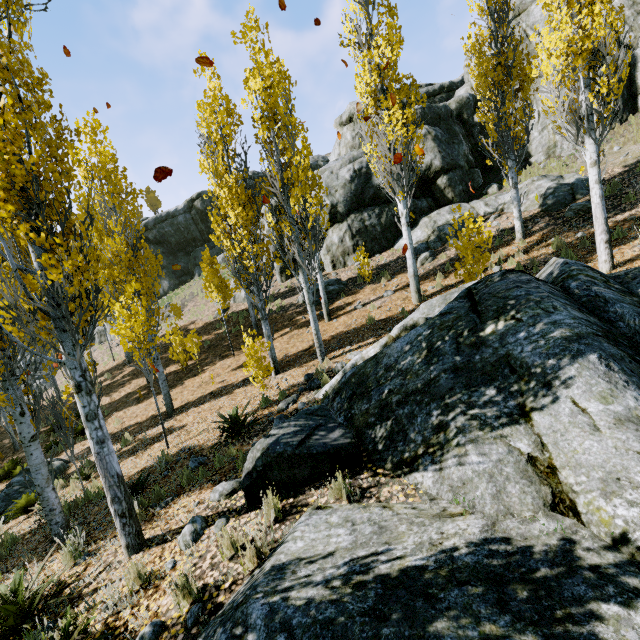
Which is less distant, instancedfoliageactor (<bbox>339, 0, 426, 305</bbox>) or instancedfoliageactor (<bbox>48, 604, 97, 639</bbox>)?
instancedfoliageactor (<bbox>48, 604, 97, 639</bbox>)

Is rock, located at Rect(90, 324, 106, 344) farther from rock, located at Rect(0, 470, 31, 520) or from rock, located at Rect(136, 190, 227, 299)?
rock, located at Rect(0, 470, 31, 520)

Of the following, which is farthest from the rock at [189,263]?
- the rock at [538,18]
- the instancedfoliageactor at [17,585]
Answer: the instancedfoliageactor at [17,585]

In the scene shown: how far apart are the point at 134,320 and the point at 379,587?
8.0 meters

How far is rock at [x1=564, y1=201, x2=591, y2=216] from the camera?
11.45m

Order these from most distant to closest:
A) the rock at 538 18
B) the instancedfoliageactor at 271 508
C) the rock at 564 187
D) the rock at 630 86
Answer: the rock at 538 18
the rock at 630 86
the rock at 564 187
the instancedfoliageactor at 271 508

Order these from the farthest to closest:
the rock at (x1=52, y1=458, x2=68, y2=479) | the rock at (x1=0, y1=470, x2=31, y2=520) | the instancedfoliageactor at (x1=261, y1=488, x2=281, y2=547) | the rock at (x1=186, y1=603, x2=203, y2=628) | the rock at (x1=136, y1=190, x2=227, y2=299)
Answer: the rock at (x1=136, y1=190, x2=227, y2=299) → the rock at (x1=52, y1=458, x2=68, y2=479) → the rock at (x1=0, y1=470, x2=31, y2=520) → the instancedfoliageactor at (x1=261, y1=488, x2=281, y2=547) → the rock at (x1=186, y1=603, x2=203, y2=628)

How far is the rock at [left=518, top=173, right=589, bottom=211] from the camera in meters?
12.8 m
